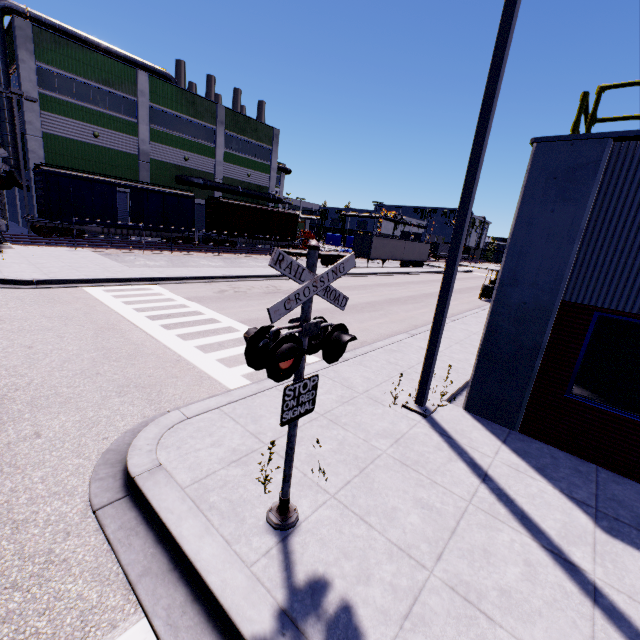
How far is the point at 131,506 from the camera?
3.65m

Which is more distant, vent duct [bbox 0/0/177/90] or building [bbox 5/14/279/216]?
building [bbox 5/14/279/216]

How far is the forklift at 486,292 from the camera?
22.81m

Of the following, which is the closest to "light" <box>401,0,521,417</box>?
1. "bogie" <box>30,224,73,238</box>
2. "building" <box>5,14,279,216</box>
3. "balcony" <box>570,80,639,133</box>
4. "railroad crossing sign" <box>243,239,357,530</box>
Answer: "building" <box>5,14,279,216</box>

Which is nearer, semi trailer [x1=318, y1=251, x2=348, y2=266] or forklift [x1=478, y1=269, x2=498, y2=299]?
forklift [x1=478, y1=269, x2=498, y2=299]

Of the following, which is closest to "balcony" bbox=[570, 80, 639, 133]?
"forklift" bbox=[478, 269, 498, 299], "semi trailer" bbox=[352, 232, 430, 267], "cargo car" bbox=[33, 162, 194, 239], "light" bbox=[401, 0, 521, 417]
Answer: "light" bbox=[401, 0, 521, 417]

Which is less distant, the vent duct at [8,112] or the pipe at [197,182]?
the vent duct at [8,112]

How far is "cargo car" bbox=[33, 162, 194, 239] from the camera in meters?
22.8
